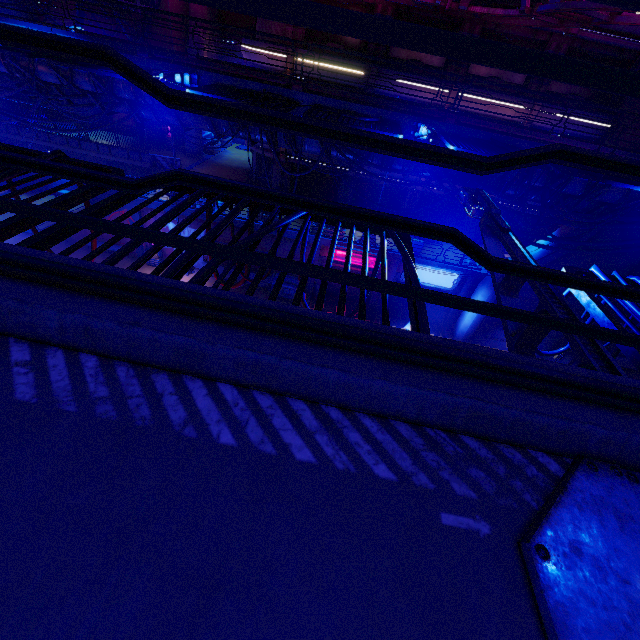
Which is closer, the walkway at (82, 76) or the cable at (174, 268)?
the cable at (174, 268)

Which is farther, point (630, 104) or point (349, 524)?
point (630, 104)

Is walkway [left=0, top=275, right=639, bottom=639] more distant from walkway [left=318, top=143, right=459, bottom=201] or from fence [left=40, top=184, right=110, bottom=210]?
walkway [left=318, top=143, right=459, bottom=201]

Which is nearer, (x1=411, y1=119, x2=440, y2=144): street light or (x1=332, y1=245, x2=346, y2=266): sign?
(x1=411, y1=119, x2=440, y2=144): street light

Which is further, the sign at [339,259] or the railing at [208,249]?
the sign at [339,259]

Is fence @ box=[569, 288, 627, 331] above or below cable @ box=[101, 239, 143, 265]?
below

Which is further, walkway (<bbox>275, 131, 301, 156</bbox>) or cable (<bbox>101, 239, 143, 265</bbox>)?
walkway (<bbox>275, 131, 301, 156</bbox>)

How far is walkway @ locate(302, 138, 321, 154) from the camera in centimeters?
1332cm
